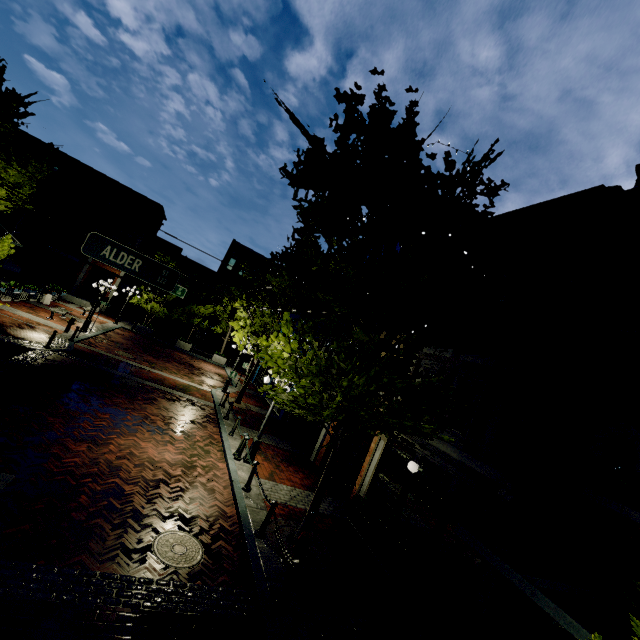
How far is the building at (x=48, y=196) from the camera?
30.02m

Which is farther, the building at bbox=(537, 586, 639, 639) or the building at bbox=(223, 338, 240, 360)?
the building at bbox=(223, 338, 240, 360)

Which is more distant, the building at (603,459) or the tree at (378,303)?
the tree at (378,303)

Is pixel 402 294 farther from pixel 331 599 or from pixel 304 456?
pixel 304 456

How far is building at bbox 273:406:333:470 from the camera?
14.6 meters

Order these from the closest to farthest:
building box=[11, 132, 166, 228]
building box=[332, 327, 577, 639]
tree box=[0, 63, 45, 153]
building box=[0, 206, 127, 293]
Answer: building box=[332, 327, 577, 639] < tree box=[0, 63, 45, 153] < building box=[0, 206, 127, 293] < building box=[11, 132, 166, 228]

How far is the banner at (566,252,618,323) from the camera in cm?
705
